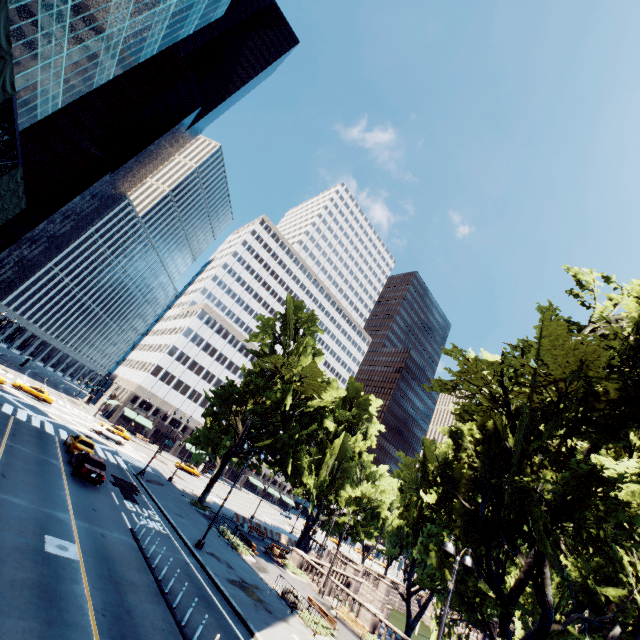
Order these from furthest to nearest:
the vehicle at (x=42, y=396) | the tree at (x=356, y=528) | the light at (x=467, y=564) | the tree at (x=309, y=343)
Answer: the tree at (x=356, y=528)
the vehicle at (x=42, y=396)
the tree at (x=309, y=343)
the light at (x=467, y=564)

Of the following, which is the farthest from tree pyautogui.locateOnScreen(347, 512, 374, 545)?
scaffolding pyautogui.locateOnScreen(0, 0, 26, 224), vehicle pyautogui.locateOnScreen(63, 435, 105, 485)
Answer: scaffolding pyautogui.locateOnScreen(0, 0, 26, 224)

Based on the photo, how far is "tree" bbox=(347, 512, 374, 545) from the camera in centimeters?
5635cm

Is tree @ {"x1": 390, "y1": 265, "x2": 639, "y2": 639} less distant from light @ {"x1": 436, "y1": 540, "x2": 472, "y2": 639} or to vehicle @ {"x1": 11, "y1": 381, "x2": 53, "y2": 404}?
light @ {"x1": 436, "y1": 540, "x2": 472, "y2": 639}

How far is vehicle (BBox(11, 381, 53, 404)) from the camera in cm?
4194

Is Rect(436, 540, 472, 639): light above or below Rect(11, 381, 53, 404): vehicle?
above

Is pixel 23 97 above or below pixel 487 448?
above

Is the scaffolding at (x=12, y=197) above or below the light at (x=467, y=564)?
above
